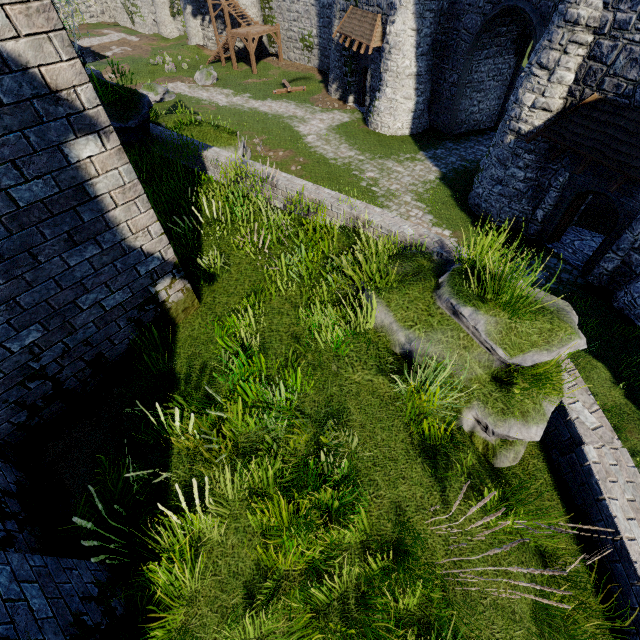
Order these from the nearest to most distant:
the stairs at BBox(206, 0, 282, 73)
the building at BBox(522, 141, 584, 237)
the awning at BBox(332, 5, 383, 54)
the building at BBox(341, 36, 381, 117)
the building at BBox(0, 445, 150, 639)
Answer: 1. the building at BBox(0, 445, 150, 639)
2. the building at BBox(522, 141, 584, 237)
3. the awning at BBox(332, 5, 383, 54)
4. the building at BBox(341, 36, 381, 117)
5. the stairs at BBox(206, 0, 282, 73)

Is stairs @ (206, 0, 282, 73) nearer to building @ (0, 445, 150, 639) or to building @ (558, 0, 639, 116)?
building @ (558, 0, 639, 116)

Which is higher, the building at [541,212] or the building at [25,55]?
the building at [25,55]

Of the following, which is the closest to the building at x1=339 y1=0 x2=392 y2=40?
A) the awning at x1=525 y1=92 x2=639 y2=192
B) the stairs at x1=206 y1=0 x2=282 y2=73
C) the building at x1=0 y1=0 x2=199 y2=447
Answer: the awning at x1=525 y1=92 x2=639 y2=192

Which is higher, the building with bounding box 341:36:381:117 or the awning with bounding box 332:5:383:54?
the awning with bounding box 332:5:383:54

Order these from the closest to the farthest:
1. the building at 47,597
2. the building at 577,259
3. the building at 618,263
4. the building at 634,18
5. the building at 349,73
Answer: the building at 47,597, the building at 634,18, the building at 618,263, the building at 577,259, the building at 349,73

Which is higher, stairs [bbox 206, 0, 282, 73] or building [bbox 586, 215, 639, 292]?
stairs [bbox 206, 0, 282, 73]

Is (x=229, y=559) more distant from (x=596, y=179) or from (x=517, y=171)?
(x=517, y=171)
